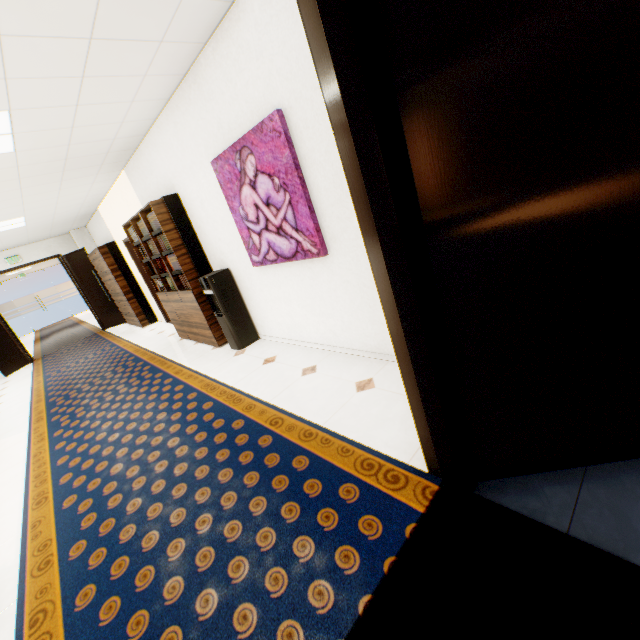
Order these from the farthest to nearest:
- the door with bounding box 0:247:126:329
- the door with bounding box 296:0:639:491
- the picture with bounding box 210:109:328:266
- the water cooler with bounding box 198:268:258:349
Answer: the door with bounding box 0:247:126:329, the water cooler with bounding box 198:268:258:349, the picture with bounding box 210:109:328:266, the door with bounding box 296:0:639:491

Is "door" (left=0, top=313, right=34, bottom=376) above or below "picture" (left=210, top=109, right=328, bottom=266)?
below

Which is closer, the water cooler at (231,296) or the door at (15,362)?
the water cooler at (231,296)

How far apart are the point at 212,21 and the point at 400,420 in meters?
3.3

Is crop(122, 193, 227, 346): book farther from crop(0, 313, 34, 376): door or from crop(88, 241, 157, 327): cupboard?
crop(0, 313, 34, 376): door

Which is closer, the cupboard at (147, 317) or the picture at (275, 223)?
the picture at (275, 223)

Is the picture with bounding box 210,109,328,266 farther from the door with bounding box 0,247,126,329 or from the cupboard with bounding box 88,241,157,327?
the door with bounding box 0,247,126,329

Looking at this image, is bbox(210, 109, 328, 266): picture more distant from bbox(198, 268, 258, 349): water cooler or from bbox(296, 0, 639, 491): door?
bbox(296, 0, 639, 491): door
